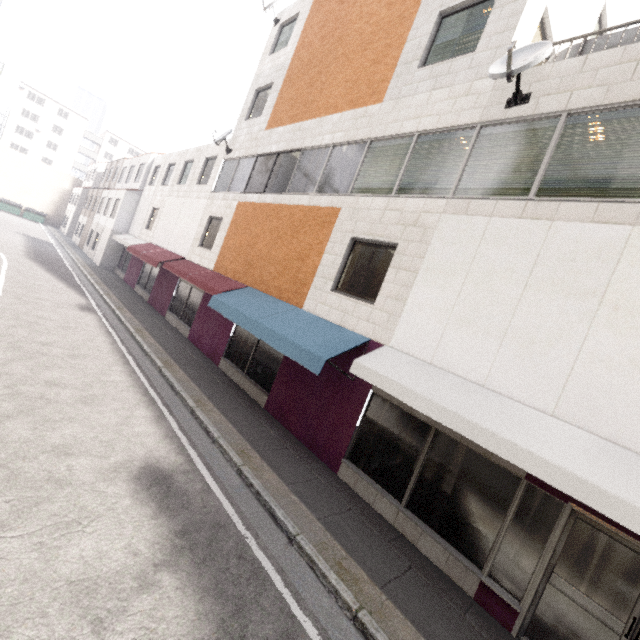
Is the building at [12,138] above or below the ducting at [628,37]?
above

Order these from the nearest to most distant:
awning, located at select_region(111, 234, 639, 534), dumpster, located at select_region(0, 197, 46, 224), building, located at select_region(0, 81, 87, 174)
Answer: awning, located at select_region(111, 234, 639, 534)
dumpster, located at select_region(0, 197, 46, 224)
building, located at select_region(0, 81, 87, 174)

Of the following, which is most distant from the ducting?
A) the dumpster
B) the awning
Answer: the dumpster

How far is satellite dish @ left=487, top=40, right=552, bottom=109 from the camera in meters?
5.5 m

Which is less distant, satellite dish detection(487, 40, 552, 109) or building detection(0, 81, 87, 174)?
satellite dish detection(487, 40, 552, 109)

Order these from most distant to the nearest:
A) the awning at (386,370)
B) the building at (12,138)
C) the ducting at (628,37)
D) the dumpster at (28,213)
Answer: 1. the building at (12,138)
2. the dumpster at (28,213)
3. the ducting at (628,37)
4. the awning at (386,370)

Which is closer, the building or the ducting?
the ducting

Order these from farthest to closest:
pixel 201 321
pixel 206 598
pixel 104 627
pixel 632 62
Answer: pixel 201 321 → pixel 632 62 → pixel 206 598 → pixel 104 627
